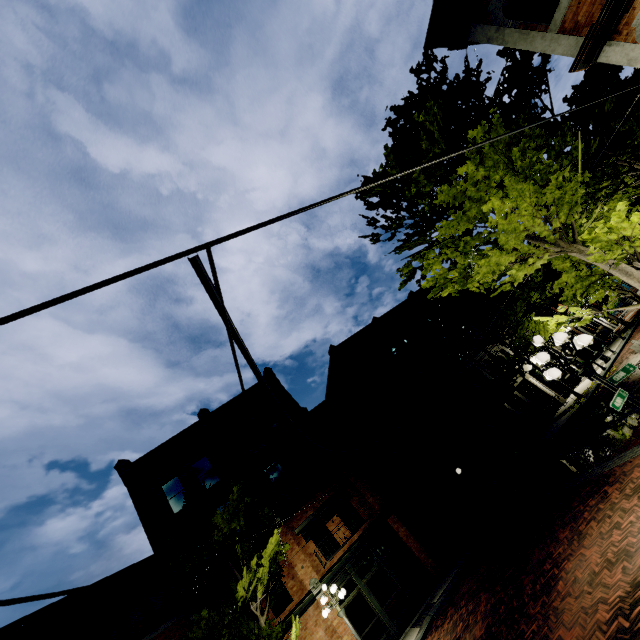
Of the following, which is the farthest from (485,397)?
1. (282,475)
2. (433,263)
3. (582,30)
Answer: (582,30)

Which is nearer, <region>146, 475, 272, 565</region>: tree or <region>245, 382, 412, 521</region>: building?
<region>146, 475, 272, 565</region>: tree

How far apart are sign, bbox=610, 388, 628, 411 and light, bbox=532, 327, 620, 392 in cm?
10

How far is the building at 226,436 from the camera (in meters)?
17.77

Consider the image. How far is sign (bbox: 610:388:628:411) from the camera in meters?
6.1 m

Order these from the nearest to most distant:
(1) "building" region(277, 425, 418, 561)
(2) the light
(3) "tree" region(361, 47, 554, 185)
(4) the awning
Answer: (2) the light < (3) "tree" region(361, 47, 554, 185) < (1) "building" region(277, 425, 418, 561) < (4) the awning

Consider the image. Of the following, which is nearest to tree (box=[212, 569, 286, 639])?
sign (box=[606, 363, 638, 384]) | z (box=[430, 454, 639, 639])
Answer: z (box=[430, 454, 639, 639])

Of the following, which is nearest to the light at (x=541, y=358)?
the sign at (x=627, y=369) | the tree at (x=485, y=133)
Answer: the sign at (x=627, y=369)
